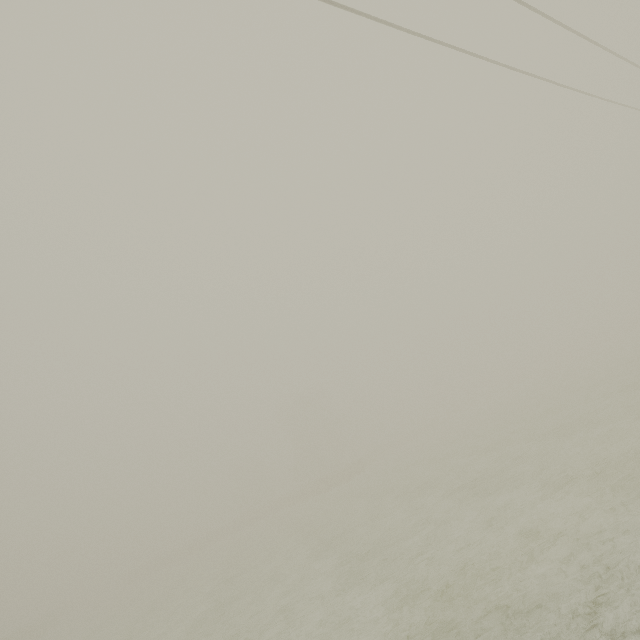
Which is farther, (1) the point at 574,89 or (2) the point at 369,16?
(1) the point at 574,89
